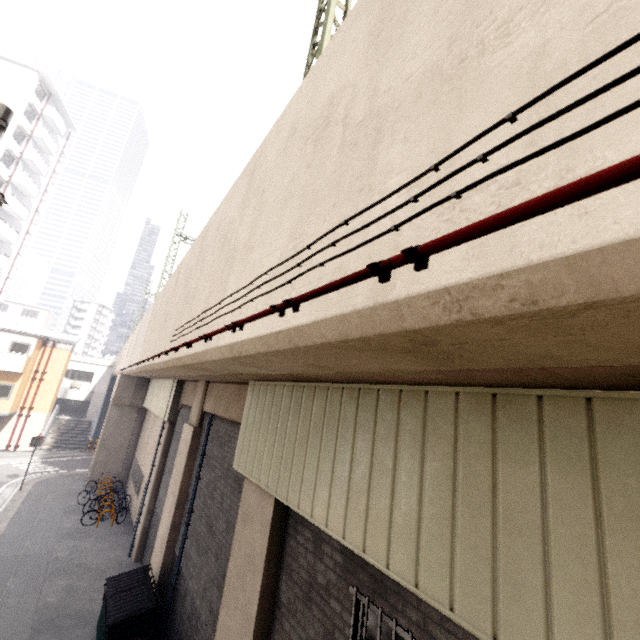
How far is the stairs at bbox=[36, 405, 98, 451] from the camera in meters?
28.3 m

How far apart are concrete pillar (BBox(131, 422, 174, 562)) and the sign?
9.6 meters

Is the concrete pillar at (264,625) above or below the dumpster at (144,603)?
above

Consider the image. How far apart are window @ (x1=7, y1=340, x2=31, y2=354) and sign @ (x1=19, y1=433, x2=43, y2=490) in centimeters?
982cm

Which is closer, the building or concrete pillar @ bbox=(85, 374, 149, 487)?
concrete pillar @ bbox=(85, 374, 149, 487)

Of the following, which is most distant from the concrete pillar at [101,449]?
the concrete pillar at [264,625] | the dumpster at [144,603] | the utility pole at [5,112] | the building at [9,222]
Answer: the building at [9,222]

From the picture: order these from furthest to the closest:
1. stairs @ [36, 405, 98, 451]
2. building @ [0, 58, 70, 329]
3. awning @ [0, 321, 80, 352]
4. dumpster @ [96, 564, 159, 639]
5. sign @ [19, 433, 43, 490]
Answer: building @ [0, 58, 70, 329], stairs @ [36, 405, 98, 451], awning @ [0, 321, 80, 352], sign @ [19, 433, 43, 490], dumpster @ [96, 564, 159, 639]

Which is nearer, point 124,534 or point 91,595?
point 91,595
